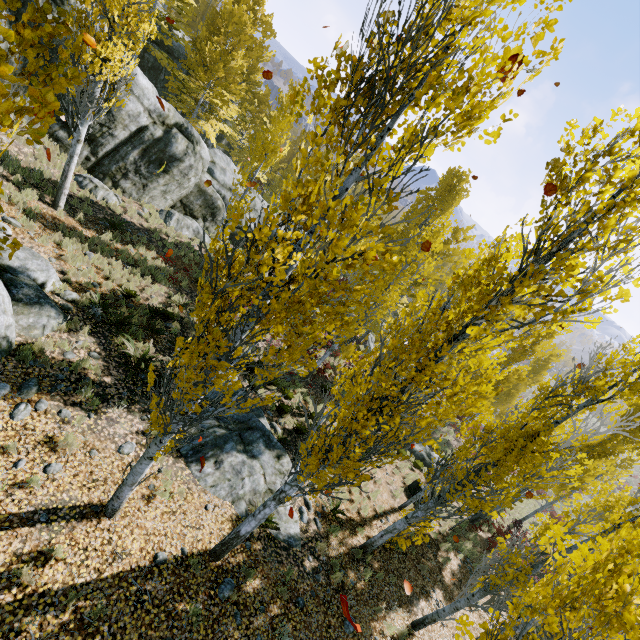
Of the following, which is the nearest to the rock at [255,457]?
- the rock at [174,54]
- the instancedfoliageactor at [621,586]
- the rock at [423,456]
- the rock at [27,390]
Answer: the instancedfoliageactor at [621,586]

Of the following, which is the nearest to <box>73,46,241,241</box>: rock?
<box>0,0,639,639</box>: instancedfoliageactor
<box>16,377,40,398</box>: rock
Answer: <box>0,0,639,639</box>: instancedfoliageactor

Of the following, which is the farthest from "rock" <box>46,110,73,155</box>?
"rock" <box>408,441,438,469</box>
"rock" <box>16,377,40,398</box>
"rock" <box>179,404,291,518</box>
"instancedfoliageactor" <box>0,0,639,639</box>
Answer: "rock" <box>408,441,438,469</box>

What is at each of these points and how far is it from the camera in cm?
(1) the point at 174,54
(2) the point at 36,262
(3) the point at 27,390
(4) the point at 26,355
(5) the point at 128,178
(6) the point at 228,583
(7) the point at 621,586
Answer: (1) rock, 2417
(2) rock, 862
(3) rock, 658
(4) instancedfoliageactor, 706
(5) rock, 1593
(6) rock, 637
(7) instancedfoliageactor, 258

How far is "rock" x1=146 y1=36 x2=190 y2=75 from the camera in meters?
23.0

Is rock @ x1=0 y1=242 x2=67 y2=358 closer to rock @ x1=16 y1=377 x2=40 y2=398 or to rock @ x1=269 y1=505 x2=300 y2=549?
rock @ x1=16 y1=377 x2=40 y2=398

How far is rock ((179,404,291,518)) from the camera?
8.1 meters

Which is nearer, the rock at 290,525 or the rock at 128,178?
the rock at 290,525
